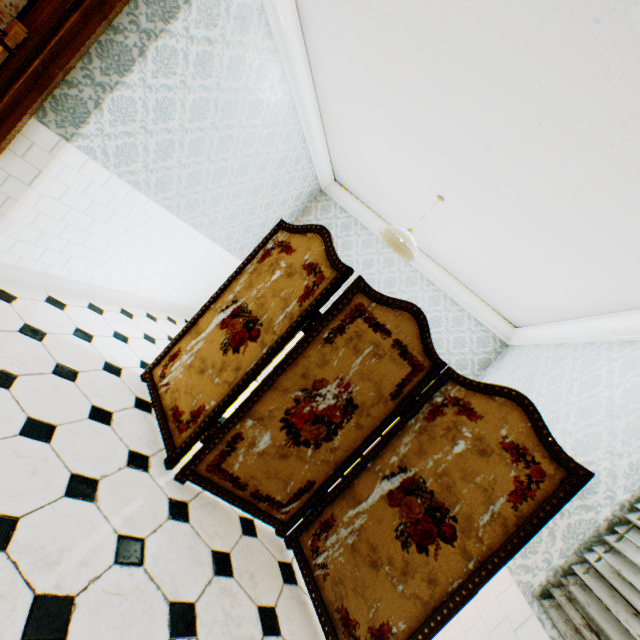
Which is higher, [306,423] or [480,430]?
[480,430]

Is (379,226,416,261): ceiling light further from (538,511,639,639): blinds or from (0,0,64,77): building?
(538,511,639,639): blinds

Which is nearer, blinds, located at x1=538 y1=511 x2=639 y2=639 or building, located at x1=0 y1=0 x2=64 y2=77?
blinds, located at x1=538 y1=511 x2=639 y2=639

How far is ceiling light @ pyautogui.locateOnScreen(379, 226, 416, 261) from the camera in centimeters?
314cm

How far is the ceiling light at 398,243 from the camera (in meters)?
3.14

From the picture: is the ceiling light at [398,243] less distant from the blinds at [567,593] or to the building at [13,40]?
the building at [13,40]

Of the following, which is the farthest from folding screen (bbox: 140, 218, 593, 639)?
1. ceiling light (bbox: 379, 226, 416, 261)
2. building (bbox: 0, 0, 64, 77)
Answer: ceiling light (bbox: 379, 226, 416, 261)

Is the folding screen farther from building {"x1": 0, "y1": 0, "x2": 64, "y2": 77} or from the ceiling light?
the ceiling light
